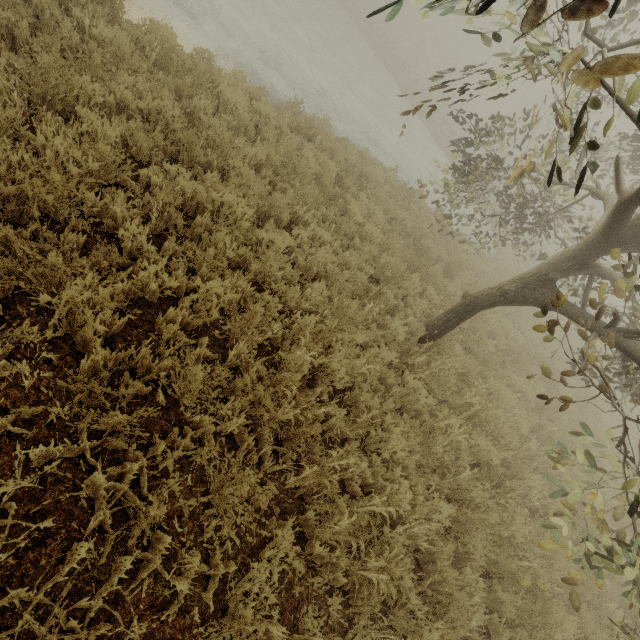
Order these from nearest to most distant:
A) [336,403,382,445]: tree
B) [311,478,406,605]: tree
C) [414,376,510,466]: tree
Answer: [311,478,406,605]: tree → [336,403,382,445]: tree → [414,376,510,466]: tree

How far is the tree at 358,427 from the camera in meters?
3.9 m

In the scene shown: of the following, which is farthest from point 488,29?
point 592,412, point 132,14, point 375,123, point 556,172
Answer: point 375,123

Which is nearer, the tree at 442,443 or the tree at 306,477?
the tree at 306,477

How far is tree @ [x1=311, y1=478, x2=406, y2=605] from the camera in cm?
301

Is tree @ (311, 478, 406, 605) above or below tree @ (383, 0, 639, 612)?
below
